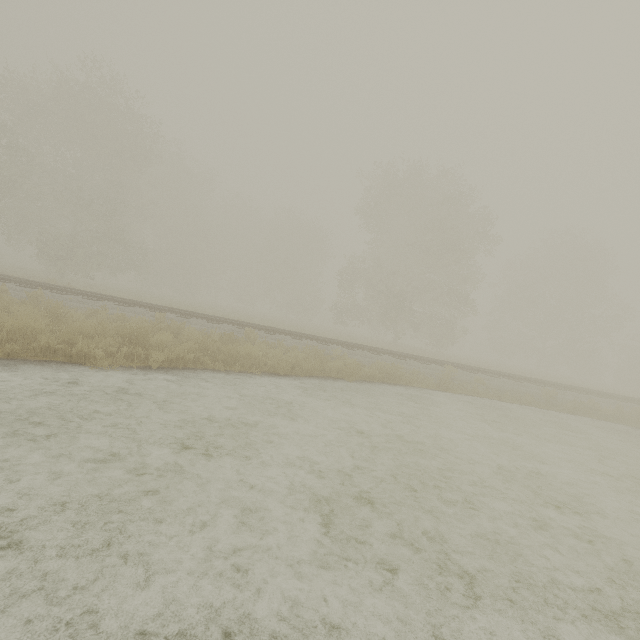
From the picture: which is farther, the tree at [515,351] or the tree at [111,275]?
the tree at [515,351]

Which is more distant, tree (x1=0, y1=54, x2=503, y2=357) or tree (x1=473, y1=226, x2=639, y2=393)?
tree (x1=473, y1=226, x2=639, y2=393)

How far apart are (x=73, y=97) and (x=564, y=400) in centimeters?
3623cm
